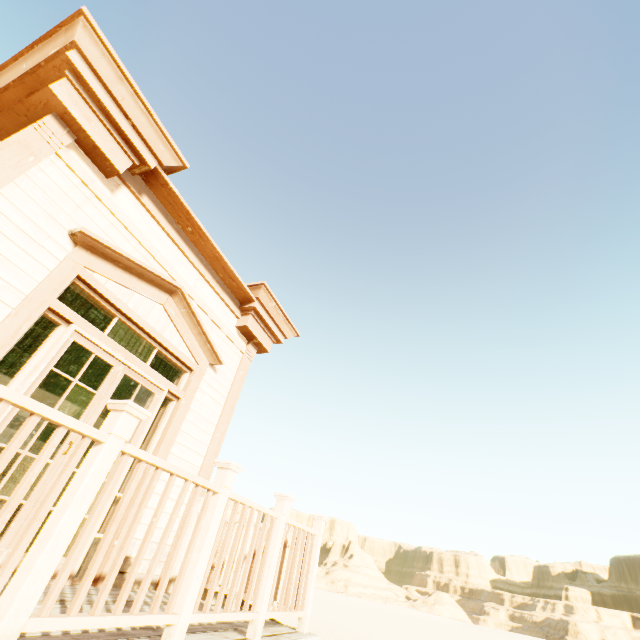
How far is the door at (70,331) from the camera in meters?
3.1 m

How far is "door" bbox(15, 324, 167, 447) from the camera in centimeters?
309cm

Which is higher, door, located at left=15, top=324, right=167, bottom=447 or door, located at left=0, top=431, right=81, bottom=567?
door, located at left=15, top=324, right=167, bottom=447

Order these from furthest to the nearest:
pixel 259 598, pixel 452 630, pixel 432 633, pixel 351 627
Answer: pixel 452 630, pixel 432 633, pixel 351 627, pixel 259 598

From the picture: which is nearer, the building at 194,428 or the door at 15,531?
the building at 194,428

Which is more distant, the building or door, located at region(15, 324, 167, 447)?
door, located at region(15, 324, 167, 447)
